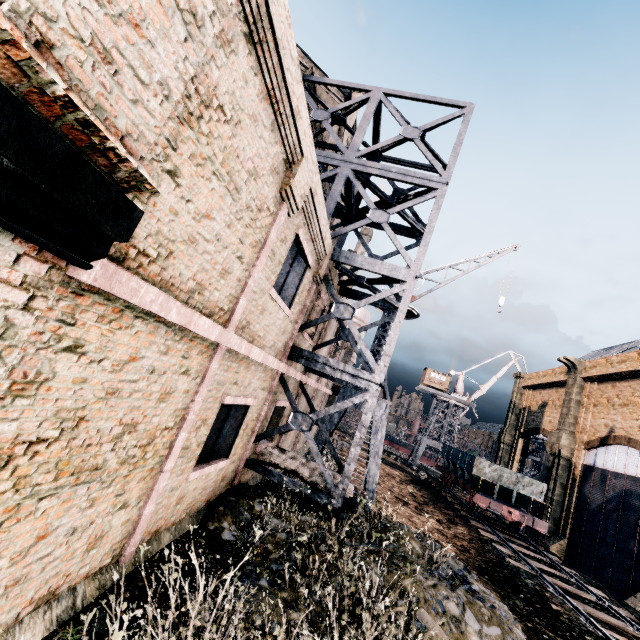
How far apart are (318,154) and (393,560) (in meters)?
13.96

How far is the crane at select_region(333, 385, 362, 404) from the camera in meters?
18.7

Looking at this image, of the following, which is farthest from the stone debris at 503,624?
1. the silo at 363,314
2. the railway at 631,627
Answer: the silo at 363,314

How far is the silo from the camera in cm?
3016

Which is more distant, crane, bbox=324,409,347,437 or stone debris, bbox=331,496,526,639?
crane, bbox=324,409,347,437

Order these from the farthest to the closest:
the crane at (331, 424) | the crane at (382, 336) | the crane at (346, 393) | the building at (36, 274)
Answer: the crane at (382, 336) → the crane at (346, 393) → the crane at (331, 424) → the building at (36, 274)

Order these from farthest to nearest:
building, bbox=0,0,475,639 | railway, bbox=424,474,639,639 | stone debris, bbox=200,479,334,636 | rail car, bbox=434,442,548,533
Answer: rail car, bbox=434,442,548,533 → railway, bbox=424,474,639,639 → stone debris, bbox=200,479,334,636 → building, bbox=0,0,475,639

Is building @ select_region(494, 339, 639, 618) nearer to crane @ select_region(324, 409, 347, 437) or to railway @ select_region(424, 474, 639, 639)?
crane @ select_region(324, 409, 347, 437)
